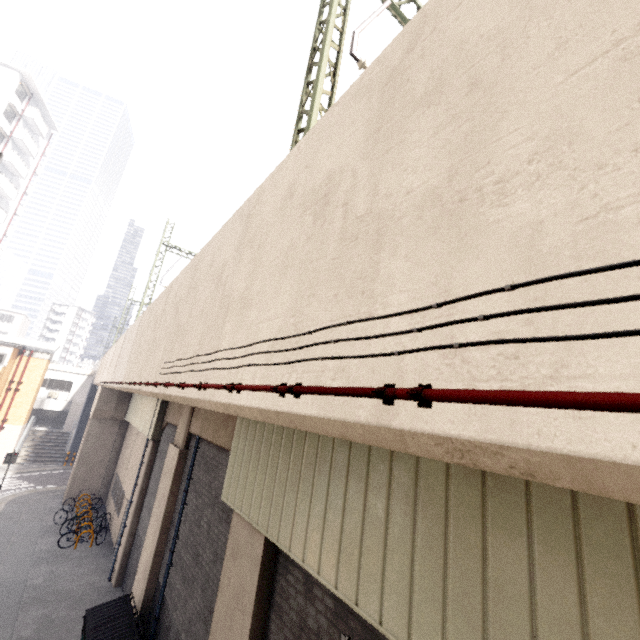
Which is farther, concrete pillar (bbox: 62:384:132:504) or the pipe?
concrete pillar (bbox: 62:384:132:504)

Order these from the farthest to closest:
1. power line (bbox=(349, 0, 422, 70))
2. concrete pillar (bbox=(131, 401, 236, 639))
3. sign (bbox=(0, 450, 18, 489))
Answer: sign (bbox=(0, 450, 18, 489)) < concrete pillar (bbox=(131, 401, 236, 639)) < power line (bbox=(349, 0, 422, 70))

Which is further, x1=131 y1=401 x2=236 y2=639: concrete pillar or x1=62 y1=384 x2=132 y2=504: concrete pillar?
x1=62 y1=384 x2=132 y2=504: concrete pillar

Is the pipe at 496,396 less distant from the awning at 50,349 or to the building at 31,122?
the awning at 50,349

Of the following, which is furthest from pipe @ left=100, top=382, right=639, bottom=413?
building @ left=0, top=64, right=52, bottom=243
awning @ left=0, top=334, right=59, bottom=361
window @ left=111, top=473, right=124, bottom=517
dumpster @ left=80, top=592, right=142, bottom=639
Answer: building @ left=0, top=64, right=52, bottom=243

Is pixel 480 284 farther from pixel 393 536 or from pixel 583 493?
pixel 393 536

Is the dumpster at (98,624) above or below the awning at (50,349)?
below

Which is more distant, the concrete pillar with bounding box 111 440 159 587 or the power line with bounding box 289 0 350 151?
the concrete pillar with bounding box 111 440 159 587
